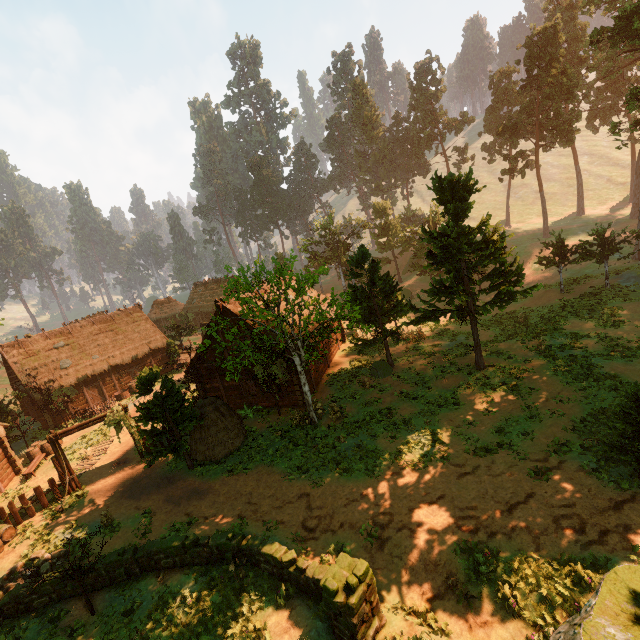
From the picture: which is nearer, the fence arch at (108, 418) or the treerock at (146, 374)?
the treerock at (146, 374)

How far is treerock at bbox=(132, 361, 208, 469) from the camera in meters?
15.8

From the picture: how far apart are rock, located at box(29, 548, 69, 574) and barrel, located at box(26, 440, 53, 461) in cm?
1103

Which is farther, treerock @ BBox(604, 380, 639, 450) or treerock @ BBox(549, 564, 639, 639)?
A: treerock @ BBox(604, 380, 639, 450)

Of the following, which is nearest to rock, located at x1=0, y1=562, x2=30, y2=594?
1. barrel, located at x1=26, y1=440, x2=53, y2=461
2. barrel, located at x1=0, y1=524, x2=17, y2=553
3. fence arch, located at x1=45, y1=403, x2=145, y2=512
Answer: barrel, located at x1=0, y1=524, x2=17, y2=553

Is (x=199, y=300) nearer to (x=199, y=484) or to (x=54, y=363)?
(x=54, y=363)

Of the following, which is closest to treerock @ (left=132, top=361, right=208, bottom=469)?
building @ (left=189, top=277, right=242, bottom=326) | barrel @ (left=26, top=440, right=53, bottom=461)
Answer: building @ (left=189, top=277, right=242, bottom=326)

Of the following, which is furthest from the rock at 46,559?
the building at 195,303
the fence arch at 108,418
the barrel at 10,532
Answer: the building at 195,303
